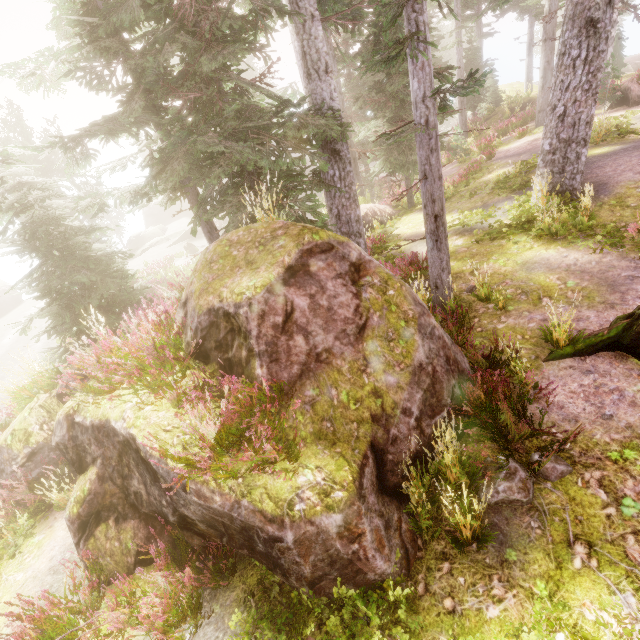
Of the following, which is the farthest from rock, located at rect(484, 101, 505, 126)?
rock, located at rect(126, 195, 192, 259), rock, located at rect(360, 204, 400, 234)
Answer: rock, located at rect(126, 195, 192, 259)

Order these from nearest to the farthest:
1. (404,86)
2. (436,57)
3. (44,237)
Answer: (44,237)
(436,57)
(404,86)

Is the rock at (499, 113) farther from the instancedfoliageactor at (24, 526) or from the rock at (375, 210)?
the rock at (375, 210)

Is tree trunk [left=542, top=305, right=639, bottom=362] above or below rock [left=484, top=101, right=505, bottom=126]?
below

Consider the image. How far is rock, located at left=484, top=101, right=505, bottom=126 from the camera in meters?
24.2

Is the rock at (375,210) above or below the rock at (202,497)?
below

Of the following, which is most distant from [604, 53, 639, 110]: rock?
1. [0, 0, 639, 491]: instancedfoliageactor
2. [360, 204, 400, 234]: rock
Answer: [360, 204, 400, 234]: rock

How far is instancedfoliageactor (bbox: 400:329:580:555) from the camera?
3.9 meters
